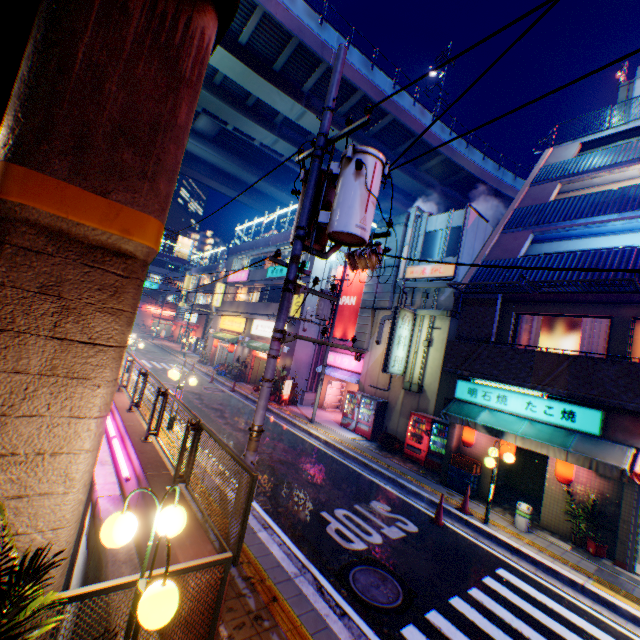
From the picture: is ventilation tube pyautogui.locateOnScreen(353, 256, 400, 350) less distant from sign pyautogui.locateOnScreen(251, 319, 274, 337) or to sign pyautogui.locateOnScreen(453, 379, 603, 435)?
sign pyautogui.locateOnScreen(251, 319, 274, 337)

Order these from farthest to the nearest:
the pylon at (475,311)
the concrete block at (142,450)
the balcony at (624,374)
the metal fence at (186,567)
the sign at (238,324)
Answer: the sign at (238,324) → the pylon at (475,311) → the balcony at (624,374) → the concrete block at (142,450) → the metal fence at (186,567)

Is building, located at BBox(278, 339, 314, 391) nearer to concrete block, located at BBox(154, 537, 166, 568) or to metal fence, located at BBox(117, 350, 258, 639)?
metal fence, located at BBox(117, 350, 258, 639)

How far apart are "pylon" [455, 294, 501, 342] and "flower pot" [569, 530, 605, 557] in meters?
5.6 m

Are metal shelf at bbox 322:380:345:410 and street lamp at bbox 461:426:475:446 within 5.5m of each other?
no

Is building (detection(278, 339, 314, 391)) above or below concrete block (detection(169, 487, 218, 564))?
above

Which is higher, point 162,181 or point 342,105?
point 342,105

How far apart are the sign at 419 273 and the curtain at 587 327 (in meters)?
Result: 5.72
